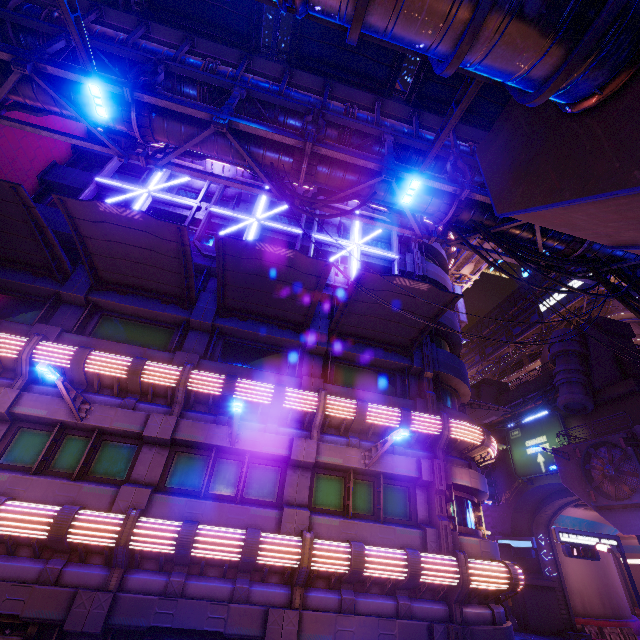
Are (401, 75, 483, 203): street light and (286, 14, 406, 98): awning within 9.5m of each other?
yes

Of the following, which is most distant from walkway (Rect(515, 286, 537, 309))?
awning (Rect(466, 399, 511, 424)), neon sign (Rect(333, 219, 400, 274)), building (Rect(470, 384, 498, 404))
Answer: building (Rect(470, 384, 498, 404))

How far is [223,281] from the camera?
12.5 meters

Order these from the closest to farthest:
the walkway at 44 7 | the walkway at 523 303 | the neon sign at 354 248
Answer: the walkway at 44 7
the neon sign at 354 248
the walkway at 523 303

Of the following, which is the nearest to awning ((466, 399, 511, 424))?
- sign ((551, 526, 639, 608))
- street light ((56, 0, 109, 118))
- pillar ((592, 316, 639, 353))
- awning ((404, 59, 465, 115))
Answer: sign ((551, 526, 639, 608))

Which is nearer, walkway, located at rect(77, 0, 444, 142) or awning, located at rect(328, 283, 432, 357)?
walkway, located at rect(77, 0, 444, 142)

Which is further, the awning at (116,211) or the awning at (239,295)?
the awning at (239,295)

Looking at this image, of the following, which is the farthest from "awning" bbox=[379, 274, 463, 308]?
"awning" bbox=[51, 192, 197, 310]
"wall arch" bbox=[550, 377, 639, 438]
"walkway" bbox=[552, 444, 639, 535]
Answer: "wall arch" bbox=[550, 377, 639, 438]
